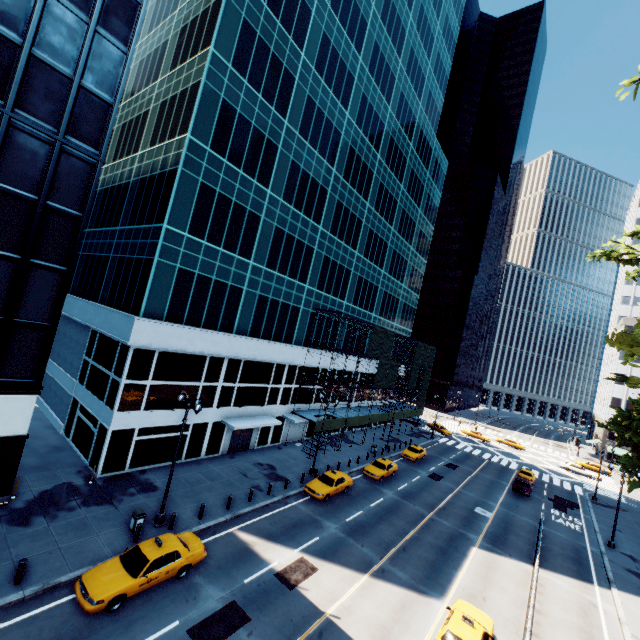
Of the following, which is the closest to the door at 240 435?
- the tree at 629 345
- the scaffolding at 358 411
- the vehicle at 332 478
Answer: the scaffolding at 358 411

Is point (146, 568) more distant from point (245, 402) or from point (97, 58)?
point (97, 58)

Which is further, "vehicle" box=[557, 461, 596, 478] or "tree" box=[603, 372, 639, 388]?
"vehicle" box=[557, 461, 596, 478]

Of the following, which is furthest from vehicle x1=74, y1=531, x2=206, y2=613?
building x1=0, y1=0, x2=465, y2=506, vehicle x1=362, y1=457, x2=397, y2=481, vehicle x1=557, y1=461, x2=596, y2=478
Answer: vehicle x1=557, y1=461, x2=596, y2=478

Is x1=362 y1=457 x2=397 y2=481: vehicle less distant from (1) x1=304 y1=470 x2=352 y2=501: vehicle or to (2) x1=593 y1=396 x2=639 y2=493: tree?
(1) x1=304 y1=470 x2=352 y2=501: vehicle

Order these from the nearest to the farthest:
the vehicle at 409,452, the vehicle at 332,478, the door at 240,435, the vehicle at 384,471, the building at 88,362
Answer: the building at 88,362 → the vehicle at 332,478 → the door at 240,435 → the vehicle at 384,471 → the vehicle at 409,452

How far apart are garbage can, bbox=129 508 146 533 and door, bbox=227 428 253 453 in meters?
12.0 m

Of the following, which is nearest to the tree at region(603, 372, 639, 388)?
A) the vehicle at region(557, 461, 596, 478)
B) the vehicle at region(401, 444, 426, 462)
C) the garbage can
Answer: the vehicle at region(557, 461, 596, 478)
